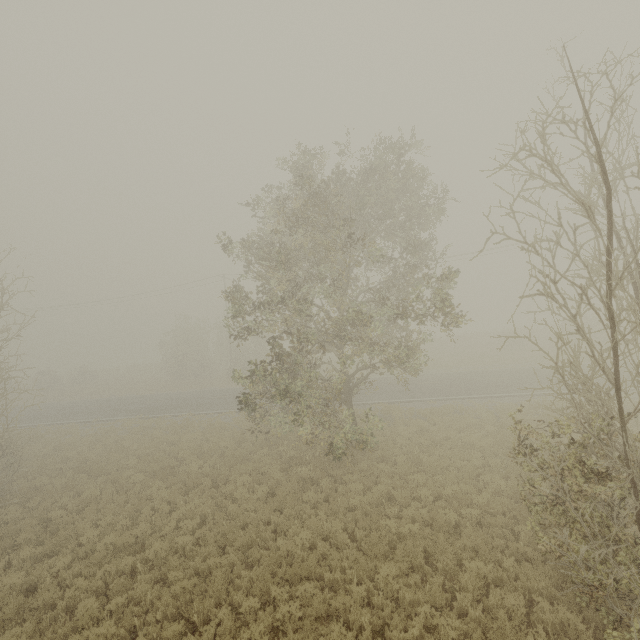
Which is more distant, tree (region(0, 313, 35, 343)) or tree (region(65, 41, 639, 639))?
tree (region(0, 313, 35, 343))

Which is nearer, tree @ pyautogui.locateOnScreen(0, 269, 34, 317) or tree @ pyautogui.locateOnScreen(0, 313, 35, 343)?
tree @ pyautogui.locateOnScreen(0, 269, 34, 317)

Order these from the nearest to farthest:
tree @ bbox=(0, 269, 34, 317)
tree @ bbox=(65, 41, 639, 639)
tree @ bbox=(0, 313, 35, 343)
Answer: tree @ bbox=(65, 41, 639, 639)
tree @ bbox=(0, 269, 34, 317)
tree @ bbox=(0, 313, 35, 343)

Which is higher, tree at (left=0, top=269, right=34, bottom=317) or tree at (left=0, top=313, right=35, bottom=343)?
tree at (left=0, top=269, right=34, bottom=317)

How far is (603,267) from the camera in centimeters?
657cm

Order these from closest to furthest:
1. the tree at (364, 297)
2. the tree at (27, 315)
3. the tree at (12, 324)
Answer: the tree at (364, 297), the tree at (27, 315), the tree at (12, 324)

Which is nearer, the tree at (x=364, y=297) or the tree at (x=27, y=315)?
the tree at (x=364, y=297)
